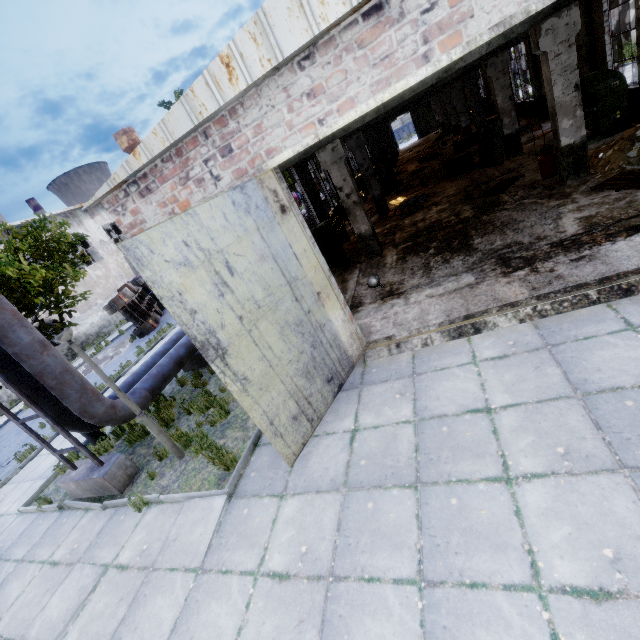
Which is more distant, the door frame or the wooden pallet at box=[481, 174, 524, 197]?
the wooden pallet at box=[481, 174, 524, 197]

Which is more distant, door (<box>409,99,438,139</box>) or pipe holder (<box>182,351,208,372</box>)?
door (<box>409,99,438,139</box>)

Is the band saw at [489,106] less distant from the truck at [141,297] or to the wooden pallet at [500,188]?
the wooden pallet at [500,188]

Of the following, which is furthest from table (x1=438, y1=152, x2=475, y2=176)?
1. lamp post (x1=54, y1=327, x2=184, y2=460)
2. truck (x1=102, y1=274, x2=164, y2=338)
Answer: truck (x1=102, y1=274, x2=164, y2=338)

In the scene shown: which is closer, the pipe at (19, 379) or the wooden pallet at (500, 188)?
the pipe at (19, 379)

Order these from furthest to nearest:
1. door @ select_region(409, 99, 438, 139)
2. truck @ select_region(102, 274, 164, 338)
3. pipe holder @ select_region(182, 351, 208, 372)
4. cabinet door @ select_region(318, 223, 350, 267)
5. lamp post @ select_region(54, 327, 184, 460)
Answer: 1. door @ select_region(409, 99, 438, 139)
2. truck @ select_region(102, 274, 164, 338)
3. cabinet door @ select_region(318, 223, 350, 267)
4. pipe holder @ select_region(182, 351, 208, 372)
5. lamp post @ select_region(54, 327, 184, 460)

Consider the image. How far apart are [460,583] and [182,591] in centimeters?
351cm

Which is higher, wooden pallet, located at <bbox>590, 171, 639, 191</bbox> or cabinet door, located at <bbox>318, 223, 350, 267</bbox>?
cabinet door, located at <bbox>318, 223, 350, 267</bbox>
